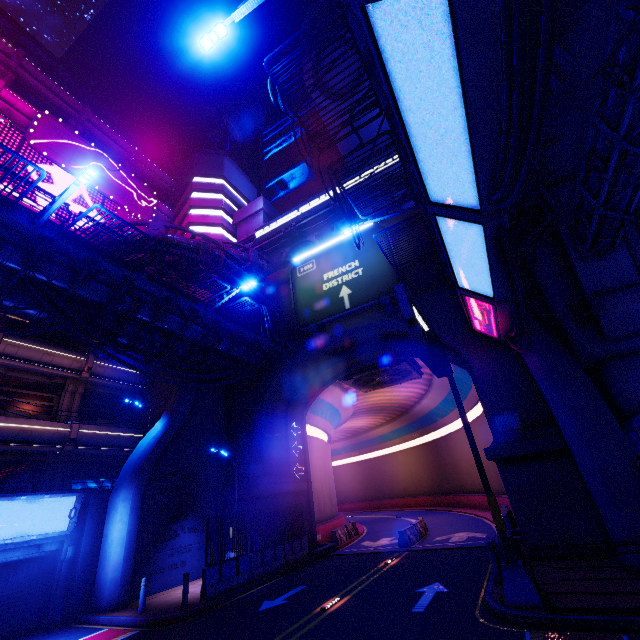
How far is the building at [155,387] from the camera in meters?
24.2 m

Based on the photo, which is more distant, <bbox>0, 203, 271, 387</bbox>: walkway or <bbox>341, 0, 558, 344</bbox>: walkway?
<bbox>0, 203, 271, 387</bbox>: walkway

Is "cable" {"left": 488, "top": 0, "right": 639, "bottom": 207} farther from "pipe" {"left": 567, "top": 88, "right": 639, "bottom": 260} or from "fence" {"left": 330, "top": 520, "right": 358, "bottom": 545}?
"fence" {"left": 330, "top": 520, "right": 358, "bottom": 545}

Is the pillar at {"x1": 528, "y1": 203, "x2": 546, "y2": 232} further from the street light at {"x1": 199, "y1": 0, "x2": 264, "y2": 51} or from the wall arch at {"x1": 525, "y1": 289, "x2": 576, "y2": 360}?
the street light at {"x1": 199, "y1": 0, "x2": 264, "y2": 51}

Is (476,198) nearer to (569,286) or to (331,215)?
(569,286)

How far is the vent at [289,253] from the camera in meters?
27.9 m

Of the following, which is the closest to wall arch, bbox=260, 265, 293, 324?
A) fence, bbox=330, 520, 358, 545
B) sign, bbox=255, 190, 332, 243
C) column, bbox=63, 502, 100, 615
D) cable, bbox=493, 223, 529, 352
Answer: cable, bbox=493, 223, 529, 352

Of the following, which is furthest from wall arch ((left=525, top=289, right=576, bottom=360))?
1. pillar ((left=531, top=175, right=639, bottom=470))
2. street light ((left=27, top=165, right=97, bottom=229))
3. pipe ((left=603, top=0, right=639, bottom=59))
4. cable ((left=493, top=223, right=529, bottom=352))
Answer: street light ((left=27, top=165, right=97, bottom=229))
